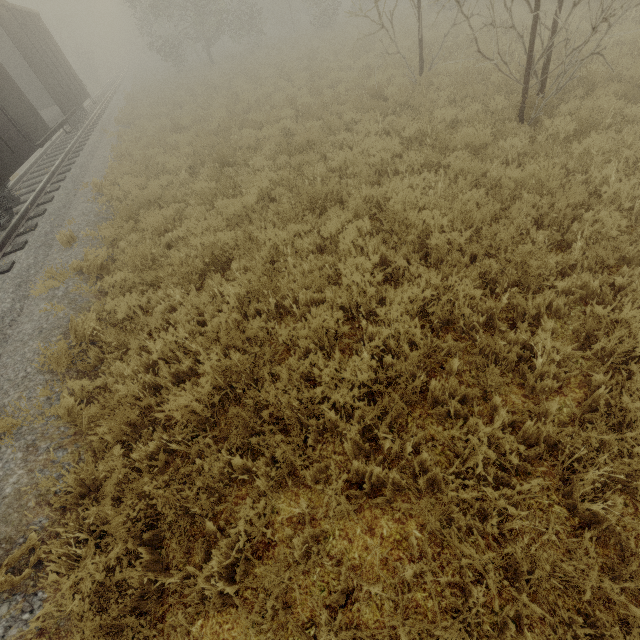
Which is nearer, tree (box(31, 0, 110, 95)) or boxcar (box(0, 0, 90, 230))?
boxcar (box(0, 0, 90, 230))

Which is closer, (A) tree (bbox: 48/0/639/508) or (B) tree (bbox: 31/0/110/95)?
(A) tree (bbox: 48/0/639/508)

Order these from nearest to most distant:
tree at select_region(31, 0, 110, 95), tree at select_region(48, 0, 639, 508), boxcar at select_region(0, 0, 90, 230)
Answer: tree at select_region(48, 0, 639, 508) < boxcar at select_region(0, 0, 90, 230) < tree at select_region(31, 0, 110, 95)

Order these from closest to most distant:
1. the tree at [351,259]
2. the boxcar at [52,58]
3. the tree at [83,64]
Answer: the tree at [351,259] → the boxcar at [52,58] → the tree at [83,64]

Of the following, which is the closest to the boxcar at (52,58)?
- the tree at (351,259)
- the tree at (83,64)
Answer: the tree at (351,259)

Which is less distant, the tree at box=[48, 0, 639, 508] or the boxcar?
the tree at box=[48, 0, 639, 508]

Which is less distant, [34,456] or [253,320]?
[34,456]

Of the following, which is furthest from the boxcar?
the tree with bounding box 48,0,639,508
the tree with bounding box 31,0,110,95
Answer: the tree with bounding box 31,0,110,95
